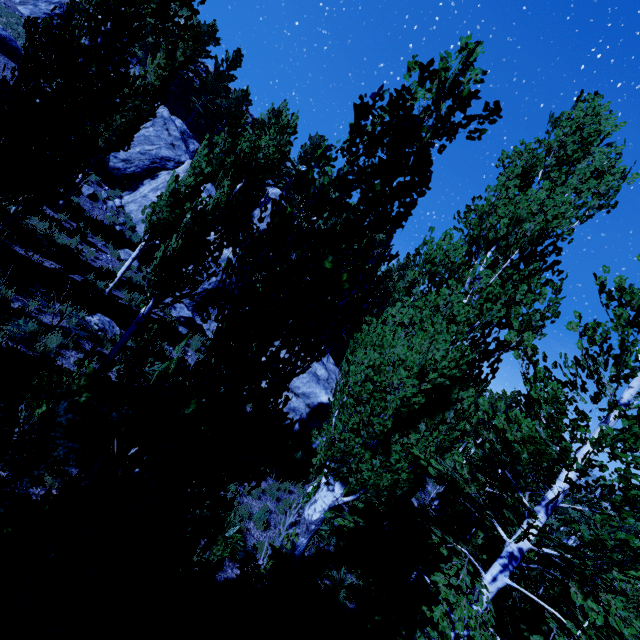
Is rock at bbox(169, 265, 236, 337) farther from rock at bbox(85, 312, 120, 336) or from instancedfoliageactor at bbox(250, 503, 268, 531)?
rock at bbox(85, 312, 120, 336)

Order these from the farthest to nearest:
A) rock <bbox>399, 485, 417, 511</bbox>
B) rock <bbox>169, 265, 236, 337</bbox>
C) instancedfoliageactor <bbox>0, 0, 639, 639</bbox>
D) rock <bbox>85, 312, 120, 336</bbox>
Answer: rock <bbox>399, 485, 417, 511</bbox> < rock <bbox>169, 265, 236, 337</bbox> < rock <bbox>85, 312, 120, 336</bbox> < instancedfoliageactor <bbox>0, 0, 639, 639</bbox>

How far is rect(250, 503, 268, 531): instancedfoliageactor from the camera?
8.9m

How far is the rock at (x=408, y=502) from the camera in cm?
1770

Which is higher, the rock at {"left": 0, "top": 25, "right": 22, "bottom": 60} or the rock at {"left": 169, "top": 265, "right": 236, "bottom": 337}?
the rock at {"left": 0, "top": 25, "right": 22, "bottom": 60}

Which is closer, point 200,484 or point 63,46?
point 200,484
